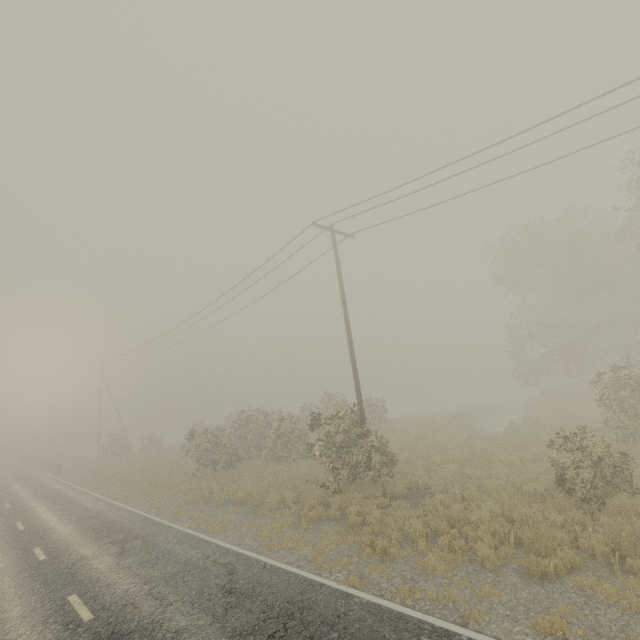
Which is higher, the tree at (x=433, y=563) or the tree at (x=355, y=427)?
the tree at (x=355, y=427)

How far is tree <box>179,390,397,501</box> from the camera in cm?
1311

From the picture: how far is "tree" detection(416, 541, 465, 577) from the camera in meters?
7.3

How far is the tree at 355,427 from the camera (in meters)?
13.11

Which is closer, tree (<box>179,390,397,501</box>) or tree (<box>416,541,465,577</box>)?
tree (<box>416,541,465,577</box>)

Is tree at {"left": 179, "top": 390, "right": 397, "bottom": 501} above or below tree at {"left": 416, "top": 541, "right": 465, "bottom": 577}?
above

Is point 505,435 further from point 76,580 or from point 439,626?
point 76,580
